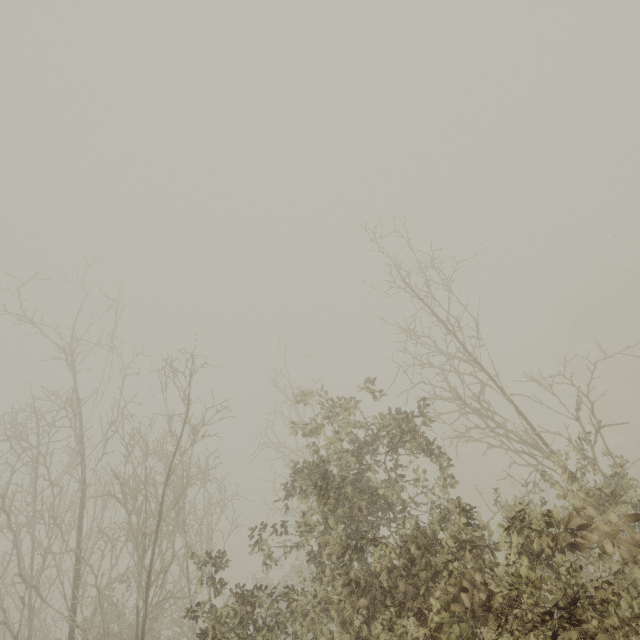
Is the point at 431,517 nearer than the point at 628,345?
Yes
